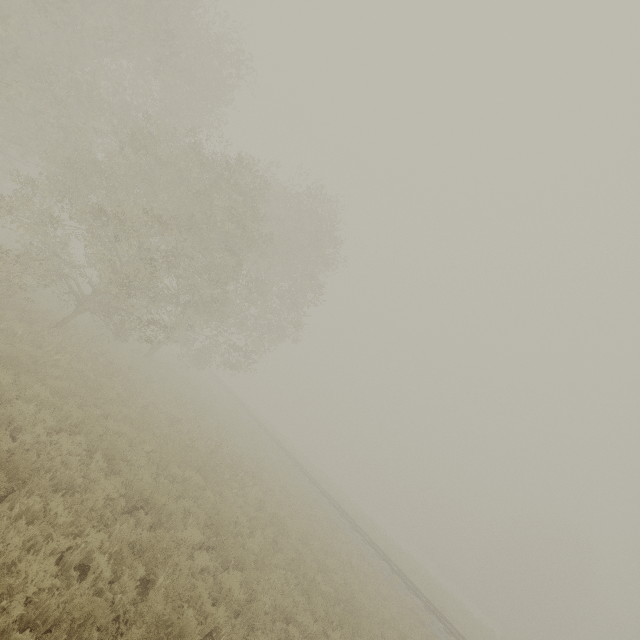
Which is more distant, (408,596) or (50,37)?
(408,596)
